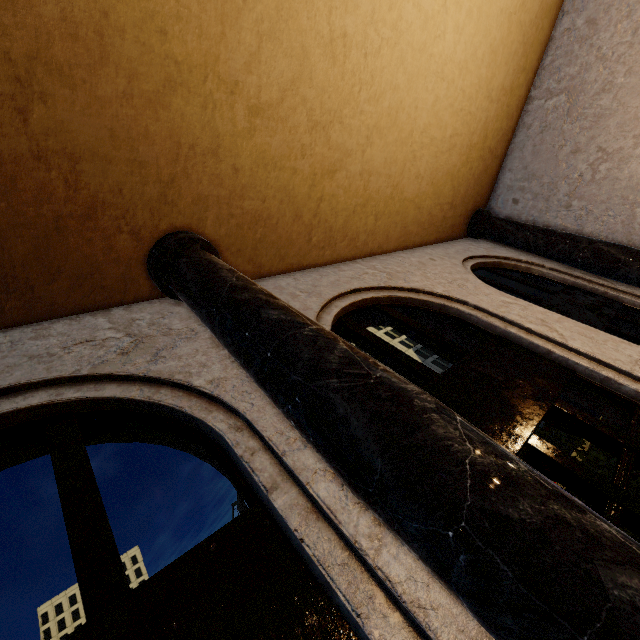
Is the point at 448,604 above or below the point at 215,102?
below
